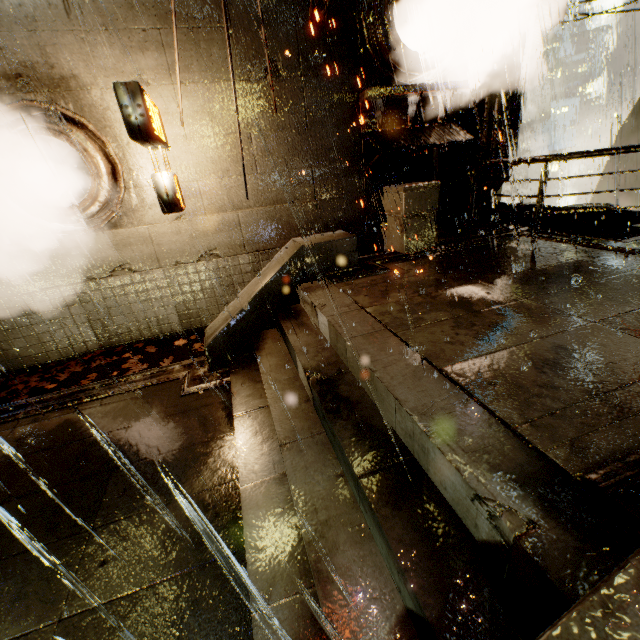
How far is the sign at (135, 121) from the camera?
5.4m

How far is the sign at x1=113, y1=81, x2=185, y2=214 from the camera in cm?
538

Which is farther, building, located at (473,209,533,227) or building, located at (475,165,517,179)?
building, located at (473,209,533,227)

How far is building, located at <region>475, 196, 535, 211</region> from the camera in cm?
1045

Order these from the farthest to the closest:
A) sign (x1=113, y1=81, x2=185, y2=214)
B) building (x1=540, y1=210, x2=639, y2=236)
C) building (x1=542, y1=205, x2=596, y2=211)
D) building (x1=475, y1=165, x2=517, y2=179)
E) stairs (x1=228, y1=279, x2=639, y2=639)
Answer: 1. building (x1=542, y1=205, x2=596, y2=211)
2. building (x1=475, y1=165, x2=517, y2=179)
3. building (x1=540, y1=210, x2=639, y2=236)
4. sign (x1=113, y1=81, x2=185, y2=214)
5. stairs (x1=228, y1=279, x2=639, y2=639)

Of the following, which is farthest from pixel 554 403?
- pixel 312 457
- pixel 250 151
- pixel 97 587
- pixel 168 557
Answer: pixel 250 151

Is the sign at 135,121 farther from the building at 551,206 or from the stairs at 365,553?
the stairs at 365,553

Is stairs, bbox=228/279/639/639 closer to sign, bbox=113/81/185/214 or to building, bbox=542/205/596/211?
building, bbox=542/205/596/211
